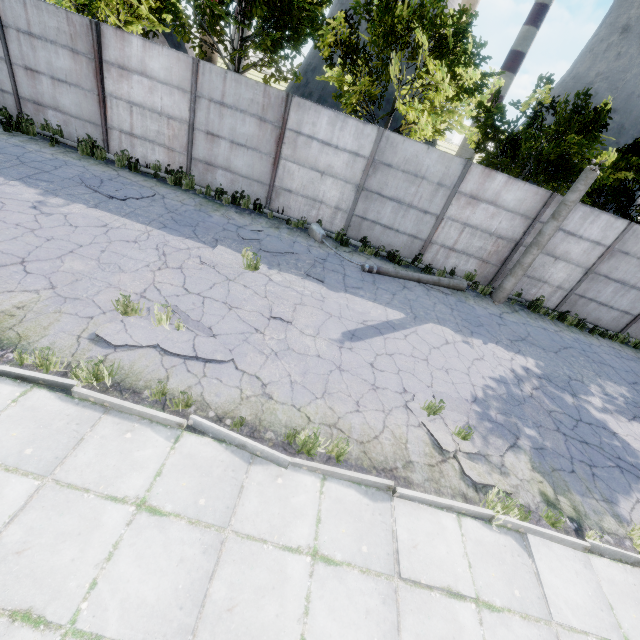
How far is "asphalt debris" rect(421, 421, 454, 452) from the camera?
5.34m

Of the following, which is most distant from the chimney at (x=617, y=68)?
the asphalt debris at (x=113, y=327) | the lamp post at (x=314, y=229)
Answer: the asphalt debris at (x=113, y=327)

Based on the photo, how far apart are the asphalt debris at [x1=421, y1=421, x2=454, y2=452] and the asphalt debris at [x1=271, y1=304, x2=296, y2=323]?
2.86m

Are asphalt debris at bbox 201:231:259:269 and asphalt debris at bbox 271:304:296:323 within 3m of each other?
yes

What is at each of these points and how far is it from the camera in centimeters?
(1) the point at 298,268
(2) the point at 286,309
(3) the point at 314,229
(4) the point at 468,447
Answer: (1) asphalt debris, 898cm
(2) asphalt debris, 721cm
(3) lamp post, 1101cm
(4) asphalt debris, 558cm

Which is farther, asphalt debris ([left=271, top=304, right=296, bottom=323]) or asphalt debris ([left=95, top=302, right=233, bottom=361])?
asphalt debris ([left=271, top=304, right=296, bottom=323])

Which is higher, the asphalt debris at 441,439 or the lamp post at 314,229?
the lamp post at 314,229

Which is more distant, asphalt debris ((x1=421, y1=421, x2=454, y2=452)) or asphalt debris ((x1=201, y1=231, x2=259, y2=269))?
asphalt debris ((x1=201, y1=231, x2=259, y2=269))
